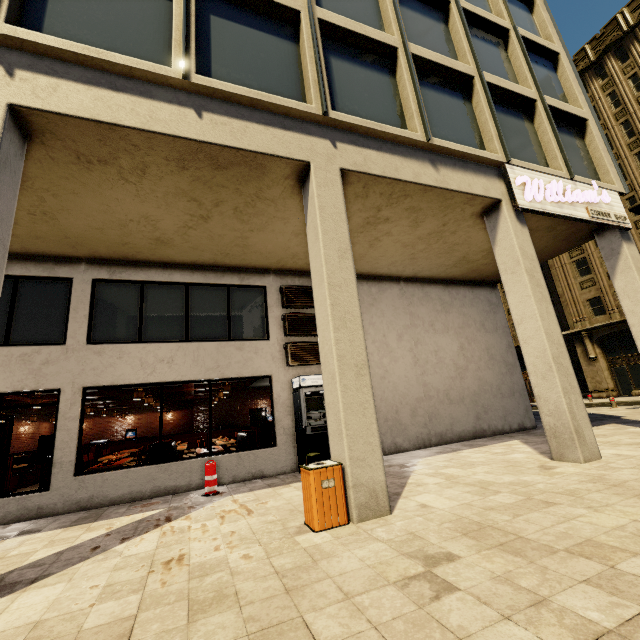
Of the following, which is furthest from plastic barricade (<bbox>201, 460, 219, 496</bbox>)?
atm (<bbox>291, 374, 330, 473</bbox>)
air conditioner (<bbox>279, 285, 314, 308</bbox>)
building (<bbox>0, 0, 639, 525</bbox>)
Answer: air conditioner (<bbox>279, 285, 314, 308</bbox>)

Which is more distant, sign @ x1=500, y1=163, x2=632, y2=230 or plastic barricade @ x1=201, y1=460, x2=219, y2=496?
sign @ x1=500, y1=163, x2=632, y2=230

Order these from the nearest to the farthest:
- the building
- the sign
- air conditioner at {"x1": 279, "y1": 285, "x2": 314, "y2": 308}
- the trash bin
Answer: the trash bin < the building < the sign < air conditioner at {"x1": 279, "y1": 285, "x2": 314, "y2": 308}

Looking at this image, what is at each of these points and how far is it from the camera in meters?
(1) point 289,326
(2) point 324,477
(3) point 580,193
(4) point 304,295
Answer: (1) air conditioner, 9.6
(2) trash bin, 4.5
(3) sign, 8.8
(4) air conditioner, 10.0

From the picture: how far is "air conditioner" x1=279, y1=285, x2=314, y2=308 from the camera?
9.82m

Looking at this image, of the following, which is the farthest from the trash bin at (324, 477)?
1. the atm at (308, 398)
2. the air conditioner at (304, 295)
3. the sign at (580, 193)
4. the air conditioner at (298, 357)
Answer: the sign at (580, 193)

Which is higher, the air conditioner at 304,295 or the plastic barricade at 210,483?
the air conditioner at 304,295

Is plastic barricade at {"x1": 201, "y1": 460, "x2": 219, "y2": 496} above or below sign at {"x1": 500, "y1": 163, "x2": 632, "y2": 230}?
below
